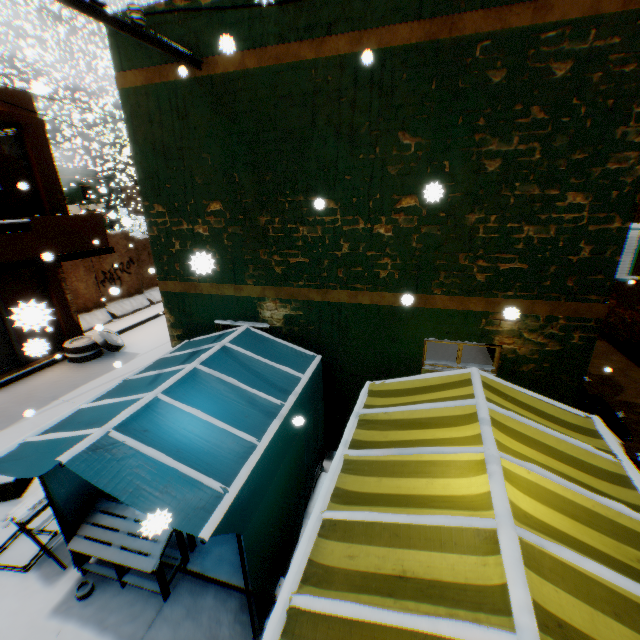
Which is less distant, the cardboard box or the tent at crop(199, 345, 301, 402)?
the tent at crop(199, 345, 301, 402)

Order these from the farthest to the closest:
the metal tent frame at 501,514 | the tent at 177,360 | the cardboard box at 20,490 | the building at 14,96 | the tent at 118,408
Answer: the building at 14,96
the cardboard box at 20,490
the tent at 177,360
the tent at 118,408
the metal tent frame at 501,514

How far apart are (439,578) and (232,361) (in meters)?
3.41

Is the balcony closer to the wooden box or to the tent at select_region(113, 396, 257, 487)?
the tent at select_region(113, 396, 257, 487)

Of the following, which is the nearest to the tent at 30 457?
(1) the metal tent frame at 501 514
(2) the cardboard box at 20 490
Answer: (1) the metal tent frame at 501 514

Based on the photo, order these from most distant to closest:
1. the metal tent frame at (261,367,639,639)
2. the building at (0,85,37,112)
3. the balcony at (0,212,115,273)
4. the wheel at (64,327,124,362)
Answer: the wheel at (64,327,124,362), the building at (0,85,37,112), the balcony at (0,212,115,273), the metal tent frame at (261,367,639,639)

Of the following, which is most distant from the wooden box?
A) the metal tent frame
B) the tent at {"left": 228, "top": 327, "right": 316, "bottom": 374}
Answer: the metal tent frame

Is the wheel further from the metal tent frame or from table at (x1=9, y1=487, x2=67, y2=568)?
the metal tent frame
